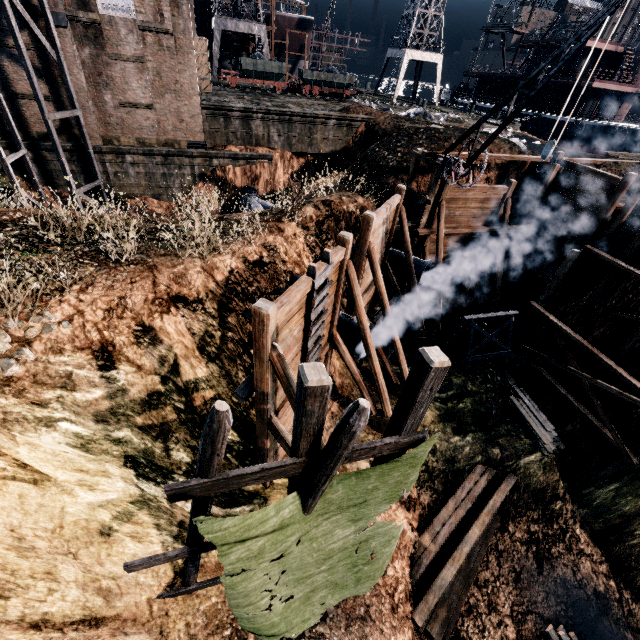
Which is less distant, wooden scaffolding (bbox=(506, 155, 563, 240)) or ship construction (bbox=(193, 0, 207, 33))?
wooden scaffolding (bbox=(506, 155, 563, 240))

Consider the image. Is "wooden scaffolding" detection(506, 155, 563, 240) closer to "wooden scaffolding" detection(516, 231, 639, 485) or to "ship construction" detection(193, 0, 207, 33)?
"wooden scaffolding" detection(516, 231, 639, 485)

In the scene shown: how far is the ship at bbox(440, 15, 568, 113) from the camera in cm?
4072

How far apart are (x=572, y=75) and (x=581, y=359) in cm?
3678

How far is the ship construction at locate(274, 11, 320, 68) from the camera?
45.8m

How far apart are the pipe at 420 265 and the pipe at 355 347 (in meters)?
5.83

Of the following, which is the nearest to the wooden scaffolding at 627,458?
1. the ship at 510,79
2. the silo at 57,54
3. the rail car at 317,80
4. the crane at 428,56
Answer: the ship at 510,79

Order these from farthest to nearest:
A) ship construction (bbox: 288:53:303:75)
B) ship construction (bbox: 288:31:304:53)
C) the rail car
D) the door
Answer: ship construction (bbox: 288:53:303:75)
ship construction (bbox: 288:31:304:53)
the rail car
the door
